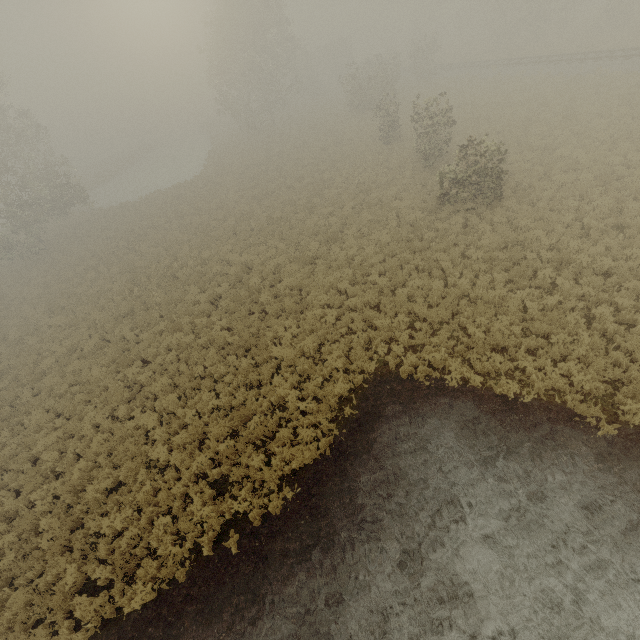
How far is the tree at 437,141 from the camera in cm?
1783

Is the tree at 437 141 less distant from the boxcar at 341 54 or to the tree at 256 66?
the tree at 256 66

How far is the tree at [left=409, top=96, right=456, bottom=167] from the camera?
17.83m

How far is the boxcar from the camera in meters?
54.6 m

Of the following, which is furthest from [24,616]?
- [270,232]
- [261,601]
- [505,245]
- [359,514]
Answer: [505,245]

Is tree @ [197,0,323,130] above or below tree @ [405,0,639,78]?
above

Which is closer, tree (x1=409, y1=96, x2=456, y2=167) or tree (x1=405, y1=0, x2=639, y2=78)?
tree (x1=409, y1=96, x2=456, y2=167)

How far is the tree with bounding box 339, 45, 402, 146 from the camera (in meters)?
24.45
